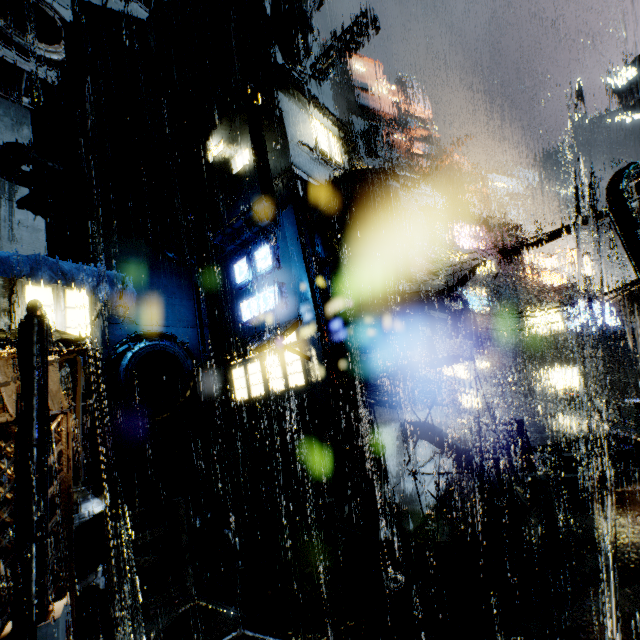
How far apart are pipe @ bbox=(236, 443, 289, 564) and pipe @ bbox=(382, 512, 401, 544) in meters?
4.0

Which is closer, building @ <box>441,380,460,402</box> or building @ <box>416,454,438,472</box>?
building @ <box>416,454,438,472</box>

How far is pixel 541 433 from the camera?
17.72m

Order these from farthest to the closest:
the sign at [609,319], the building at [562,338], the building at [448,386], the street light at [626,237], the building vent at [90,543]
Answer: the sign at [609,319], the building at [562,338], the building at [448,386], the building vent at [90,543], the street light at [626,237]

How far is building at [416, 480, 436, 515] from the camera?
14.9m

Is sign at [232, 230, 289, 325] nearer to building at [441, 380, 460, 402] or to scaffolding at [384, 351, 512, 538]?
building at [441, 380, 460, 402]

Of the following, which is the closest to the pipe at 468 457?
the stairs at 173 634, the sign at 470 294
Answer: the stairs at 173 634
